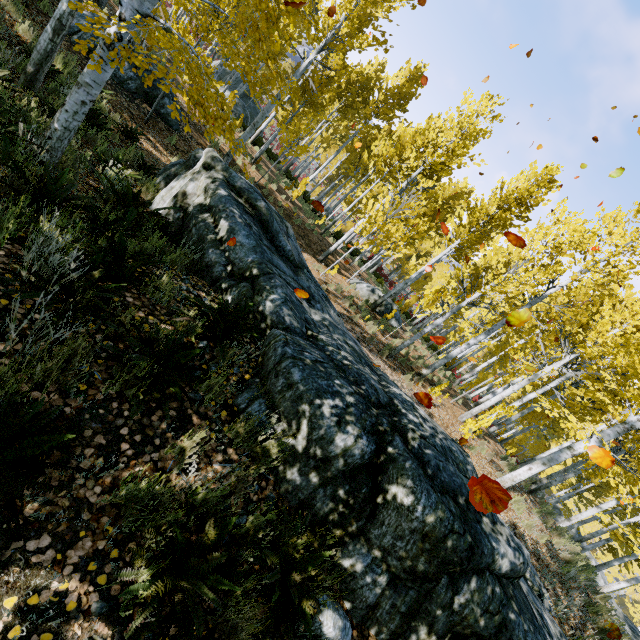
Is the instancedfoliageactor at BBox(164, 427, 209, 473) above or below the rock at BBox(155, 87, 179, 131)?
above

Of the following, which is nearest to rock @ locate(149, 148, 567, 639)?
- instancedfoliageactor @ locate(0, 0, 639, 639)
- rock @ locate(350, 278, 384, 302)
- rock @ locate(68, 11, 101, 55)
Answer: instancedfoliageactor @ locate(0, 0, 639, 639)

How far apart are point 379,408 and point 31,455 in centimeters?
335cm

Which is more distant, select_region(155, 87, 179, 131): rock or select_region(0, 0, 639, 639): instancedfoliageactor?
select_region(155, 87, 179, 131): rock

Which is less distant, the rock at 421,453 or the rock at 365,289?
the rock at 421,453

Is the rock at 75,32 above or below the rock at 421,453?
below

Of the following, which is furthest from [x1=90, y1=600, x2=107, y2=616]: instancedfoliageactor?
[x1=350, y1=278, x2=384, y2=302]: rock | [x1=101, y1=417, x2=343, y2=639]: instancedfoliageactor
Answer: [x1=101, y1=417, x2=343, y2=639]: instancedfoliageactor

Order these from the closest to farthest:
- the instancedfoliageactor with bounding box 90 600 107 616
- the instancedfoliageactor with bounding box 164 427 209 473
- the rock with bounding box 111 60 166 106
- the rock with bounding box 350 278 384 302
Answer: the instancedfoliageactor with bounding box 90 600 107 616 < the instancedfoliageactor with bounding box 164 427 209 473 < the rock with bounding box 111 60 166 106 < the rock with bounding box 350 278 384 302
